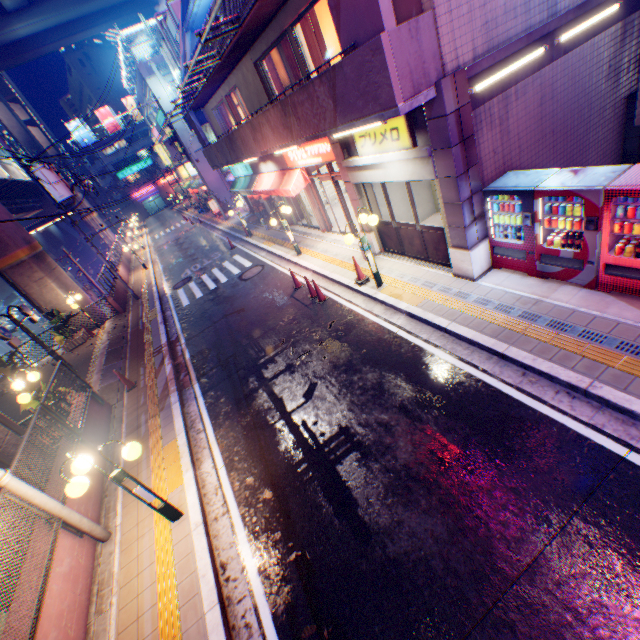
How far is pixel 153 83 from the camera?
26.4 meters

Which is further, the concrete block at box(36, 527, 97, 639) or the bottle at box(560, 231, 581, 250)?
the bottle at box(560, 231, 581, 250)

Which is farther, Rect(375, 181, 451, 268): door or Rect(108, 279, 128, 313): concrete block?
Rect(108, 279, 128, 313): concrete block

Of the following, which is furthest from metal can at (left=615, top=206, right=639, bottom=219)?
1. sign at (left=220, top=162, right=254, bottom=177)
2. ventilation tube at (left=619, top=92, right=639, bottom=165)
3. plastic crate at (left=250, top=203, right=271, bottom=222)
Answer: plastic crate at (left=250, top=203, right=271, bottom=222)

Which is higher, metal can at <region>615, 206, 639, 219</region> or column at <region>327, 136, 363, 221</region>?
column at <region>327, 136, 363, 221</region>

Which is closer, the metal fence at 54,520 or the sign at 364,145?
the metal fence at 54,520

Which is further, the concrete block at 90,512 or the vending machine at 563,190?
the concrete block at 90,512

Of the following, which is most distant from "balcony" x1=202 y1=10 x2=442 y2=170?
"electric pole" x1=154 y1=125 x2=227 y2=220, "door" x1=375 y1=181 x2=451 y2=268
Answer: "electric pole" x1=154 y1=125 x2=227 y2=220
